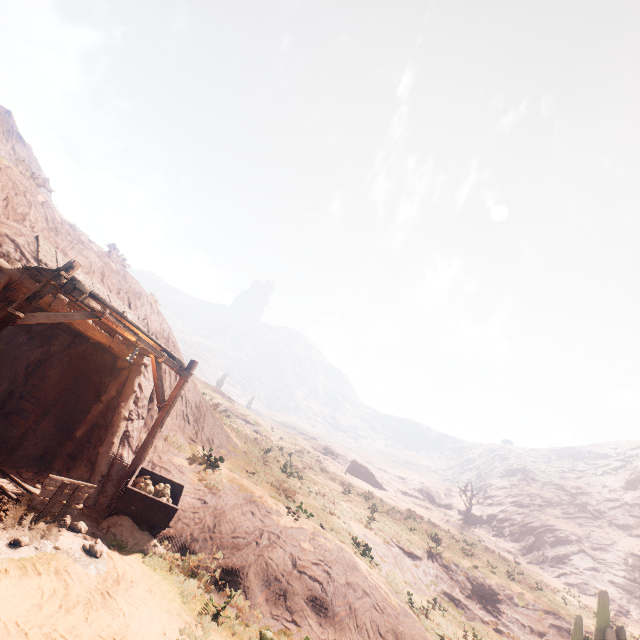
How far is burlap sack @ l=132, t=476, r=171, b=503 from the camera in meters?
8.7

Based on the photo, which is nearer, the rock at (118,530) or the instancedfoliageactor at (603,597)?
the rock at (118,530)

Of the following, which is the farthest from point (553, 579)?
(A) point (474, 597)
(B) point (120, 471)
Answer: (B) point (120, 471)

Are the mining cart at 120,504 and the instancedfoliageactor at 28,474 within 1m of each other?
no

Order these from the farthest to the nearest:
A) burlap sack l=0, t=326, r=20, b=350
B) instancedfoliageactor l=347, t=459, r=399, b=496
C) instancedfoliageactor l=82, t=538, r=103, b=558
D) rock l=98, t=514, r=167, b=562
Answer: instancedfoliageactor l=347, t=459, r=399, b=496 → burlap sack l=0, t=326, r=20, b=350 → rock l=98, t=514, r=167, b=562 → instancedfoliageactor l=82, t=538, r=103, b=558

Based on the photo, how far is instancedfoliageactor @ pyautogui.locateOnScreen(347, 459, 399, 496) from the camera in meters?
50.6 m

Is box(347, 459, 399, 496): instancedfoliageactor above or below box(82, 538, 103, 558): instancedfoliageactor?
above

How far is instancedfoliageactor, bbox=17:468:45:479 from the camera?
8.55m
